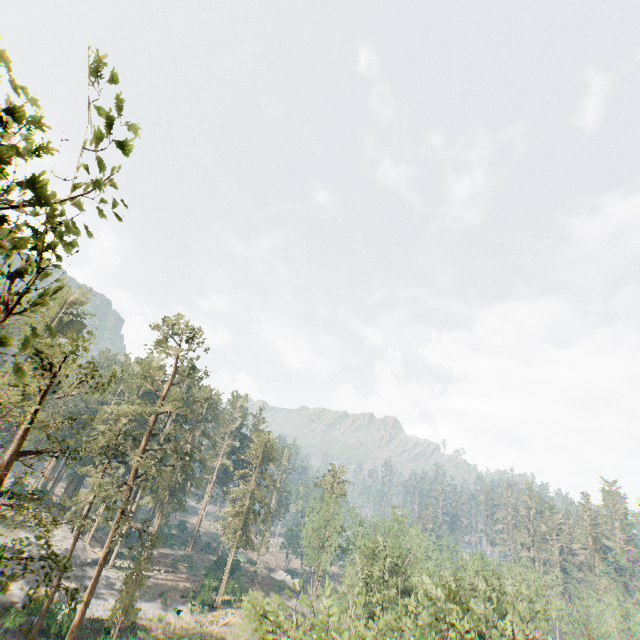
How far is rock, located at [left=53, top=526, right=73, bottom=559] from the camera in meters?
43.5

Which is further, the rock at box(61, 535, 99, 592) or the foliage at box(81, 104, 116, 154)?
the rock at box(61, 535, 99, 592)

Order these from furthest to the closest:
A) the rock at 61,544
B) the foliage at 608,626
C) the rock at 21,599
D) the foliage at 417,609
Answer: the rock at 61,544, the foliage at 608,626, the rock at 21,599, the foliage at 417,609

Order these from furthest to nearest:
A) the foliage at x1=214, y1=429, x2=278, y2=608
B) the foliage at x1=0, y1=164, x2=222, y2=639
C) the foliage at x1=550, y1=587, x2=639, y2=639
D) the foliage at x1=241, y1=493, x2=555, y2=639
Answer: the foliage at x1=214, y1=429, x2=278, y2=608 → the foliage at x1=550, y1=587, x2=639, y2=639 → the foliage at x1=241, y1=493, x2=555, y2=639 → the foliage at x1=0, y1=164, x2=222, y2=639

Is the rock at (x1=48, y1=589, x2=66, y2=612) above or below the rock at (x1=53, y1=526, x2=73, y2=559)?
below

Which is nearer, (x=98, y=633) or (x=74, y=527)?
(x=98, y=633)

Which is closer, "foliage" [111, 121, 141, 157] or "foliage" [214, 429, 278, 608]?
"foliage" [111, 121, 141, 157]

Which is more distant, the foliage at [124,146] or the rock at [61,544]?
the rock at [61,544]
